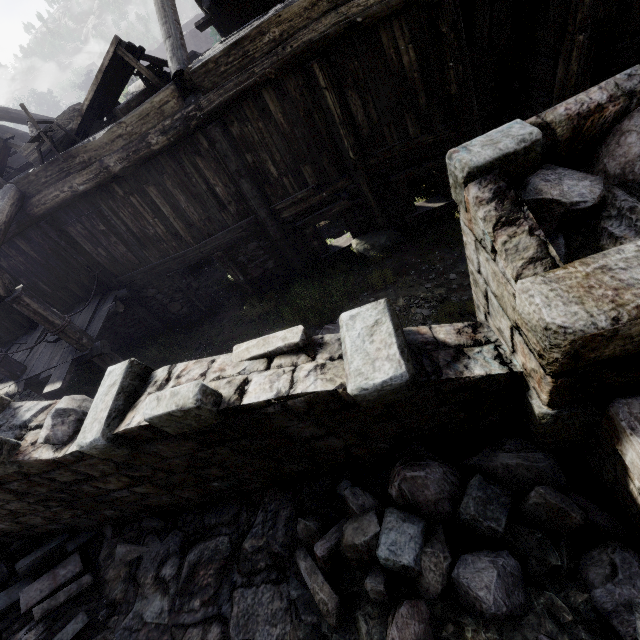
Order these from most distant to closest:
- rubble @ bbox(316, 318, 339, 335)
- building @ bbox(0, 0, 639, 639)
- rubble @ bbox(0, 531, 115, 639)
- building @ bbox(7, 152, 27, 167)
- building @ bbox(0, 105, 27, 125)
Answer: building @ bbox(7, 152, 27, 167) → building @ bbox(0, 105, 27, 125) → rubble @ bbox(316, 318, 339, 335) → rubble @ bbox(0, 531, 115, 639) → building @ bbox(0, 0, 639, 639)

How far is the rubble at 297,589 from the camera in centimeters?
330cm

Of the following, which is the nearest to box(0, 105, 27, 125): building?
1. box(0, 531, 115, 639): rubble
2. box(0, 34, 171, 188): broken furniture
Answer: box(0, 531, 115, 639): rubble

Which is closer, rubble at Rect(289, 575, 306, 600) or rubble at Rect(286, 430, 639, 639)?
rubble at Rect(286, 430, 639, 639)

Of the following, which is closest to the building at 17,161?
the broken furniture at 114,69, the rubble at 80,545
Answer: the rubble at 80,545

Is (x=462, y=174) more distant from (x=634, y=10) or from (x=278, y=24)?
(x=634, y=10)

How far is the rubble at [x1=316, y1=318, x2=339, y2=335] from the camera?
6.21m
